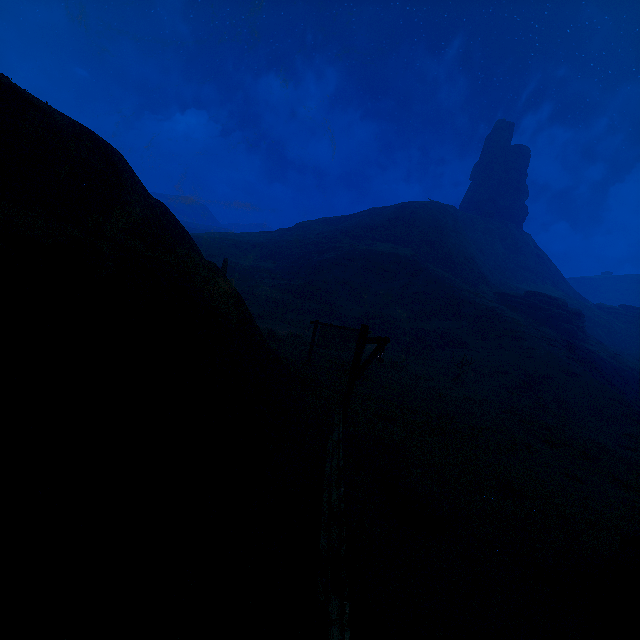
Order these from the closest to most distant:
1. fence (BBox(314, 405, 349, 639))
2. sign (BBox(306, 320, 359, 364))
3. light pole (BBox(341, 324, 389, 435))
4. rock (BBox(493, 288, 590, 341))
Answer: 1. fence (BBox(314, 405, 349, 639))
2. light pole (BBox(341, 324, 389, 435))
3. sign (BBox(306, 320, 359, 364))
4. rock (BBox(493, 288, 590, 341))

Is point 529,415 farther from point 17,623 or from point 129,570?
point 17,623

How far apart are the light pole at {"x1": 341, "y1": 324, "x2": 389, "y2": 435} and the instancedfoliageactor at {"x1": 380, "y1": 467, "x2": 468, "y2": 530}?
1.5 meters

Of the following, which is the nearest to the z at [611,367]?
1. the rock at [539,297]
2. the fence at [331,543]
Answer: the fence at [331,543]

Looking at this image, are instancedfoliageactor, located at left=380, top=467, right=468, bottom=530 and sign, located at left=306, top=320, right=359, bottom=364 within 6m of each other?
no

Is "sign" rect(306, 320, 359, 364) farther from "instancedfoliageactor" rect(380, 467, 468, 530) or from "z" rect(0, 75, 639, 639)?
"instancedfoliageactor" rect(380, 467, 468, 530)

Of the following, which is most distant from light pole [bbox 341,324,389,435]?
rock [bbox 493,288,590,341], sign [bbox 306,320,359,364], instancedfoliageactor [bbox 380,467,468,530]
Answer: rock [bbox 493,288,590,341]

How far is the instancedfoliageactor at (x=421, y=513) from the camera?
6.01m
